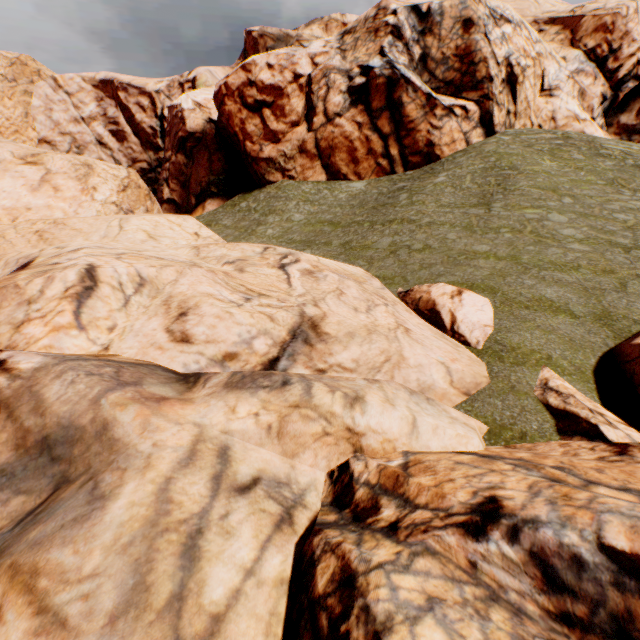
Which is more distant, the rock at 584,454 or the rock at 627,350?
the rock at 627,350

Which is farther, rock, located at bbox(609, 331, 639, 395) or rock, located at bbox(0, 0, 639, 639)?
rock, located at bbox(609, 331, 639, 395)

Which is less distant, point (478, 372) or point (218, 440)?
point (218, 440)
